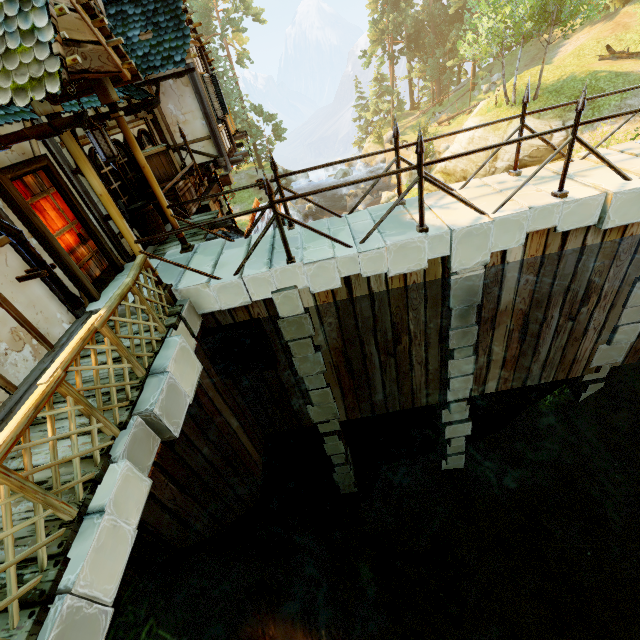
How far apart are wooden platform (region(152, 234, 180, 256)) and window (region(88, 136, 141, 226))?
0.8 meters

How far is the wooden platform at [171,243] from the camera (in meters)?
7.66

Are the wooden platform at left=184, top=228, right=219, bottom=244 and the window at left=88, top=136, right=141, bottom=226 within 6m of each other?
yes

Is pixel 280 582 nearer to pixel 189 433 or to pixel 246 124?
pixel 189 433

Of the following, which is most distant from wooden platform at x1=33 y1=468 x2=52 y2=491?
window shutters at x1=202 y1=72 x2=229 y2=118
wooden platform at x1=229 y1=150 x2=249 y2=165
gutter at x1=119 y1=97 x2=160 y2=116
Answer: window shutters at x1=202 y1=72 x2=229 y2=118

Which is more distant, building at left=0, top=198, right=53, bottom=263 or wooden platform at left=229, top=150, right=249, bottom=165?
wooden platform at left=229, top=150, right=249, bottom=165

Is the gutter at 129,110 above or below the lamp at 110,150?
above

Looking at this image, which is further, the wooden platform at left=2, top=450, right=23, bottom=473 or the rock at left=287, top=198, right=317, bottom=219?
the rock at left=287, top=198, right=317, bottom=219
